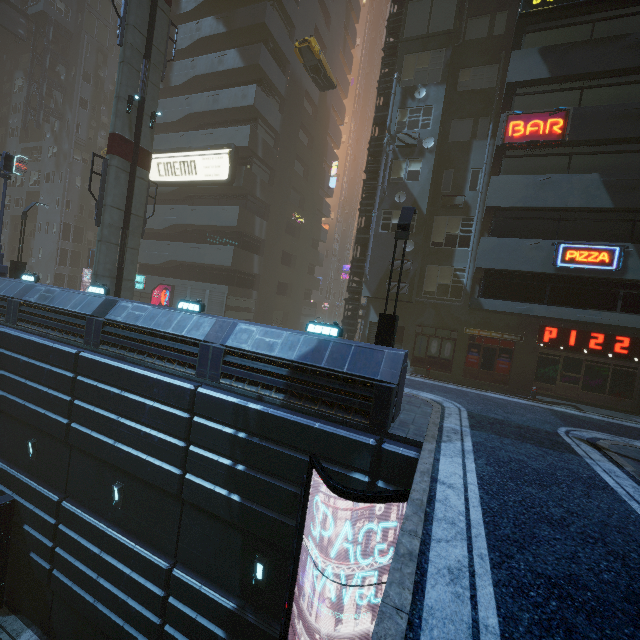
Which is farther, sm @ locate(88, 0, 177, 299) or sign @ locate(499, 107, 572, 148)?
sm @ locate(88, 0, 177, 299)

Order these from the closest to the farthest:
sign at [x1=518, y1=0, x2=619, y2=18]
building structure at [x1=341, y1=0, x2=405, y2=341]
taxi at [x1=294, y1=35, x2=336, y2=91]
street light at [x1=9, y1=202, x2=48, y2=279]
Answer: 1. sign at [x1=518, y1=0, x2=619, y2=18]
2. street light at [x1=9, y1=202, x2=48, y2=279]
3. building structure at [x1=341, y1=0, x2=405, y2=341]
4. taxi at [x1=294, y1=35, x2=336, y2=91]

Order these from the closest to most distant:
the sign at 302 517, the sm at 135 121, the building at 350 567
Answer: the sign at 302 517 < the building at 350 567 < the sm at 135 121

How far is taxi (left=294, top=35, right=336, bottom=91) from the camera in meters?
23.0

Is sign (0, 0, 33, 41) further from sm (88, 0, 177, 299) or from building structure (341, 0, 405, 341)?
building structure (341, 0, 405, 341)

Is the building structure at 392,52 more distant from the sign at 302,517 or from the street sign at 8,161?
the street sign at 8,161

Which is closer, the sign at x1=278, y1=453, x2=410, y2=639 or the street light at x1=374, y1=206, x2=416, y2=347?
the sign at x1=278, y1=453, x2=410, y2=639

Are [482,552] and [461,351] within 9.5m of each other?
no
